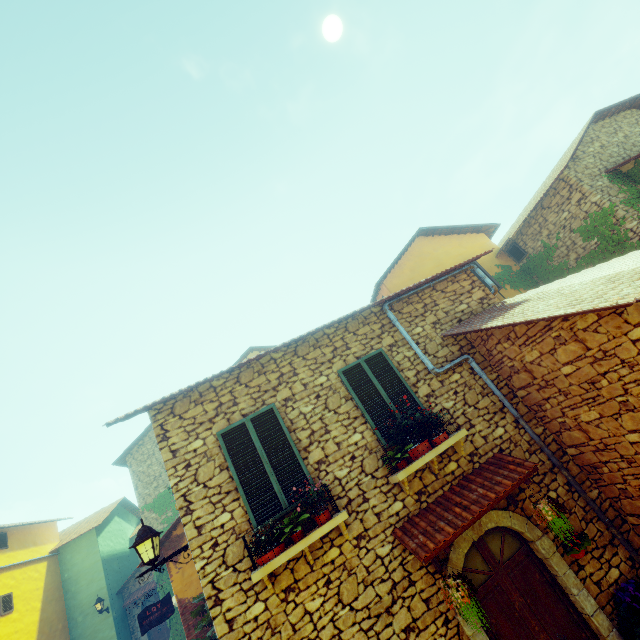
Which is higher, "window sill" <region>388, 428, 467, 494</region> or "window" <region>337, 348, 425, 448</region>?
"window" <region>337, 348, 425, 448</region>

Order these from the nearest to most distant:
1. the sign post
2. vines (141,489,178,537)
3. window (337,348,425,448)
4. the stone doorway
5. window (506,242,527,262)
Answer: the stone doorway < window (337,348,425,448) < the sign post < window (506,242,527,262) < vines (141,489,178,537)

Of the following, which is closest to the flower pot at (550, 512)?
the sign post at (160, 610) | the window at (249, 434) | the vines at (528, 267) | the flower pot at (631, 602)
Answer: the flower pot at (631, 602)

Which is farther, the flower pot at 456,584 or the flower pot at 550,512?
the flower pot at 550,512

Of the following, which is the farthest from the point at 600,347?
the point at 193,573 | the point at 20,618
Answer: the point at 20,618

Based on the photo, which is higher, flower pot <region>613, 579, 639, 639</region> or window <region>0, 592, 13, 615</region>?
window <region>0, 592, 13, 615</region>

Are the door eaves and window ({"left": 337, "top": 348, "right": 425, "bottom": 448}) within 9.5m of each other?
yes

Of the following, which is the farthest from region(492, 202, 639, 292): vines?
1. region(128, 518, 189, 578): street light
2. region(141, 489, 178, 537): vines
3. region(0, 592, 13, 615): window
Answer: region(0, 592, 13, 615): window
